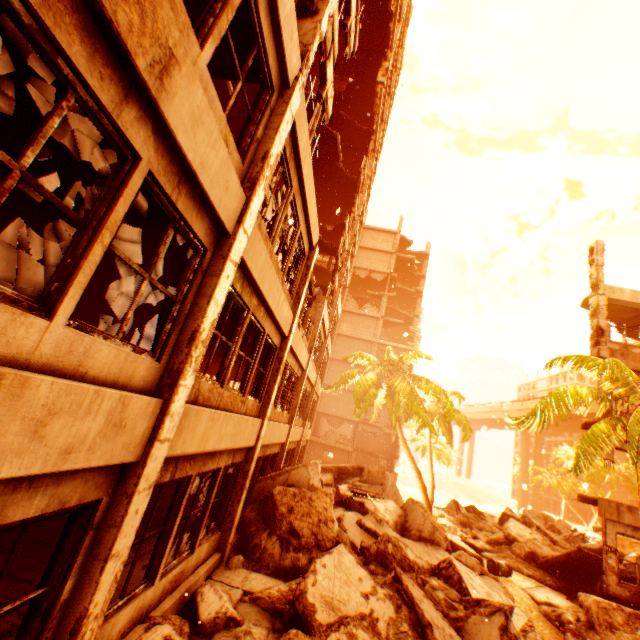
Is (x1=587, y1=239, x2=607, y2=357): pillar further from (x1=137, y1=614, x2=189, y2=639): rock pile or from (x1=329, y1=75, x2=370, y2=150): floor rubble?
(x1=329, y1=75, x2=370, y2=150): floor rubble

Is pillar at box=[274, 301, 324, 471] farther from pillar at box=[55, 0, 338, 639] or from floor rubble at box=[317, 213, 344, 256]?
pillar at box=[55, 0, 338, 639]

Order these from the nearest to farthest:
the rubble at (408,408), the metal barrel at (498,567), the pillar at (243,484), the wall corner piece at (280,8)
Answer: the wall corner piece at (280,8), the pillar at (243,484), the metal barrel at (498,567), the rubble at (408,408)

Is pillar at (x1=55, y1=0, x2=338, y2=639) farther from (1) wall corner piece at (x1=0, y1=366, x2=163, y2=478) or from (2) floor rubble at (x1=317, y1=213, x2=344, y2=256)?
(2) floor rubble at (x1=317, y1=213, x2=344, y2=256)

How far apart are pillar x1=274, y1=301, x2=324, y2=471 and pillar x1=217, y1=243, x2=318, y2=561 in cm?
456

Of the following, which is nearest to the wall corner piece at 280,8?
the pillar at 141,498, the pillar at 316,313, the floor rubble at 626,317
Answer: the pillar at 141,498

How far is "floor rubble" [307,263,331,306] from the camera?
12.1m

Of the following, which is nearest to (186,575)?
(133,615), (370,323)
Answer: (133,615)
